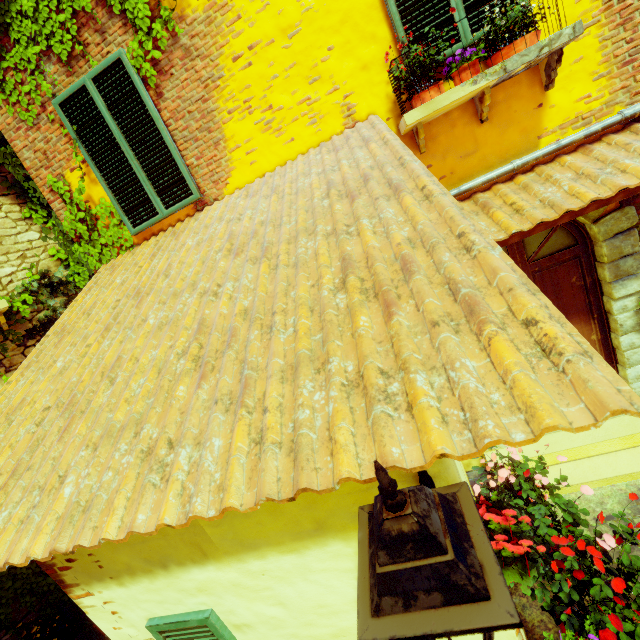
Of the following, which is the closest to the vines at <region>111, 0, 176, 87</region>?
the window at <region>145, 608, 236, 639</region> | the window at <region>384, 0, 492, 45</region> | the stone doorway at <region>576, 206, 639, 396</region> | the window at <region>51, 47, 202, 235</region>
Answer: the window at <region>51, 47, 202, 235</region>

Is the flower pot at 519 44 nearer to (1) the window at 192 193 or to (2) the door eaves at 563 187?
(2) the door eaves at 563 187

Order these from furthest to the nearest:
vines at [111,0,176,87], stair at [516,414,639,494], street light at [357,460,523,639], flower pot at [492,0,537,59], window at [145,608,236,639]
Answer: stair at [516,414,639,494], vines at [111,0,176,87], flower pot at [492,0,537,59], window at [145,608,236,639], street light at [357,460,523,639]

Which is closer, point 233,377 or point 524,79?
point 233,377

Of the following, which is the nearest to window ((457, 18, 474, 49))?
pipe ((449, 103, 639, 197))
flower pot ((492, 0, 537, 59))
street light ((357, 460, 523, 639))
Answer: flower pot ((492, 0, 537, 59))

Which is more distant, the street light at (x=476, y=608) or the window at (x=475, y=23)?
the window at (x=475, y=23)

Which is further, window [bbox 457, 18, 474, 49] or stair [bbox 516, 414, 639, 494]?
stair [bbox 516, 414, 639, 494]

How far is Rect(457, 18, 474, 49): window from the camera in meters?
3.0
